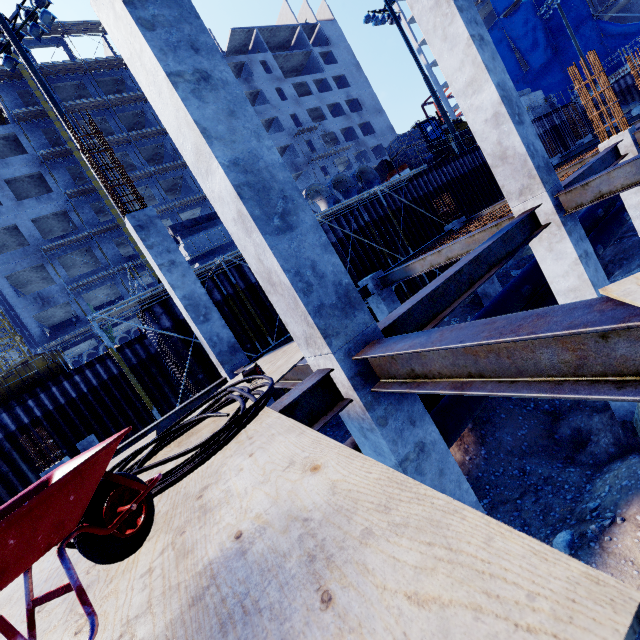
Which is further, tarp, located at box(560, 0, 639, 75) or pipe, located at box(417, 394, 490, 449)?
tarp, located at box(560, 0, 639, 75)

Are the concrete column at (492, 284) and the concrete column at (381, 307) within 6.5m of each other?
yes

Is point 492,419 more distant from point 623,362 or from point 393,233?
point 393,233

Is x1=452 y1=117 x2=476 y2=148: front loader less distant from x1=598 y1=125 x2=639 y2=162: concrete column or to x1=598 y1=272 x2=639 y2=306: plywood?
x1=598 y1=125 x2=639 y2=162: concrete column

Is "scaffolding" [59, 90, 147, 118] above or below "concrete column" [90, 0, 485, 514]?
above

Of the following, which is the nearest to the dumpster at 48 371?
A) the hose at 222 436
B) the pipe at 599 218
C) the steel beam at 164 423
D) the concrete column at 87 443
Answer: the concrete column at 87 443

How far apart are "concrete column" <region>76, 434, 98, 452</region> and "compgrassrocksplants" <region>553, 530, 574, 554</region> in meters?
15.8 m

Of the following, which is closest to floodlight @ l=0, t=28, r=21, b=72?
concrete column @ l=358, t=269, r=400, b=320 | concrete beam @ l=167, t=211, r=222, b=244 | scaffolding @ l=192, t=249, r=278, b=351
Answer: concrete beam @ l=167, t=211, r=222, b=244
